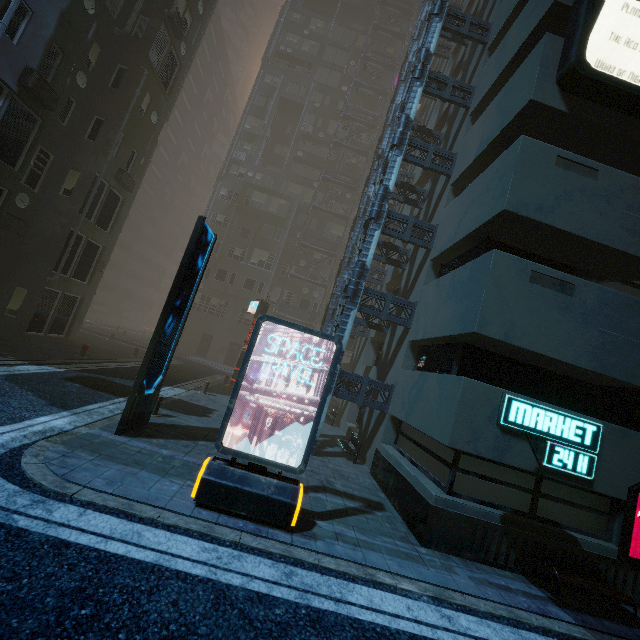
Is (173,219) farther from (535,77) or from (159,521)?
(159,521)

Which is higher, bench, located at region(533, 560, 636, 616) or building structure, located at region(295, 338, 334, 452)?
building structure, located at region(295, 338, 334, 452)

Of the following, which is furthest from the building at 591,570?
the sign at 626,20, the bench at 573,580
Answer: the bench at 573,580

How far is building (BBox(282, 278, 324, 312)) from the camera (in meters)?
34.56

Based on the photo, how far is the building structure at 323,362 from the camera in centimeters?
1058cm

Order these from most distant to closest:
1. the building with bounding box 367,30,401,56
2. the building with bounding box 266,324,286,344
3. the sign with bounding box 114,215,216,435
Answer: the building with bounding box 367,30,401,56 → the building with bounding box 266,324,286,344 → the sign with bounding box 114,215,216,435
